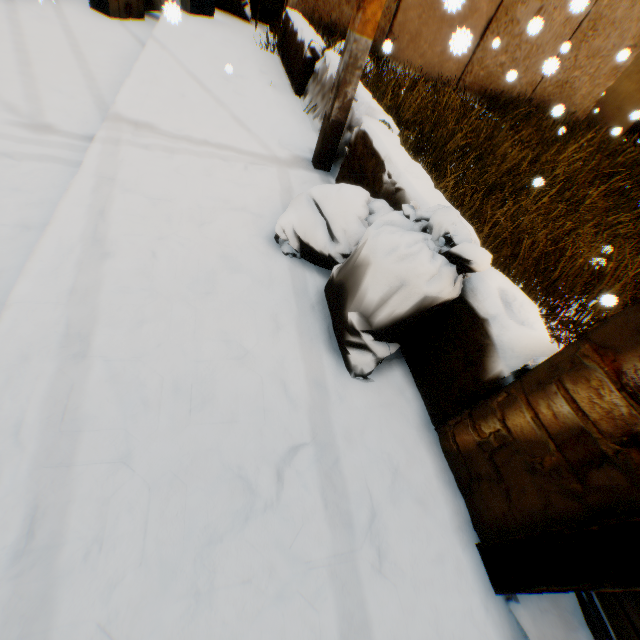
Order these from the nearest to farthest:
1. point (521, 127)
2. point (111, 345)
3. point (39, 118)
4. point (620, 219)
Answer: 1. point (111, 345)
2. point (39, 118)
3. point (620, 219)
4. point (521, 127)

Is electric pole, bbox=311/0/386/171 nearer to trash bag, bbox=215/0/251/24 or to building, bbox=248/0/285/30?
building, bbox=248/0/285/30

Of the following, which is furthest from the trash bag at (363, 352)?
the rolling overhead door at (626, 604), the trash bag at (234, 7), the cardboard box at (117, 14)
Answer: the trash bag at (234, 7)

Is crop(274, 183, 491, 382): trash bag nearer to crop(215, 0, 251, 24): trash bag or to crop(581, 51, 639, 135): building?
crop(581, 51, 639, 135): building

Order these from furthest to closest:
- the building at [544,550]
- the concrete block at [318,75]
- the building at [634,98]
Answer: the building at [634,98]
the concrete block at [318,75]
the building at [544,550]

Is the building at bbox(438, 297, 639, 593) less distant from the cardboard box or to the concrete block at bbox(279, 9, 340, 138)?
the concrete block at bbox(279, 9, 340, 138)

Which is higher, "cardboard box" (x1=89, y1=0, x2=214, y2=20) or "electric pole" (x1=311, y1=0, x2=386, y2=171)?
"electric pole" (x1=311, y1=0, x2=386, y2=171)

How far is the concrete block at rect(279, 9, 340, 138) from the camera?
3.90m
